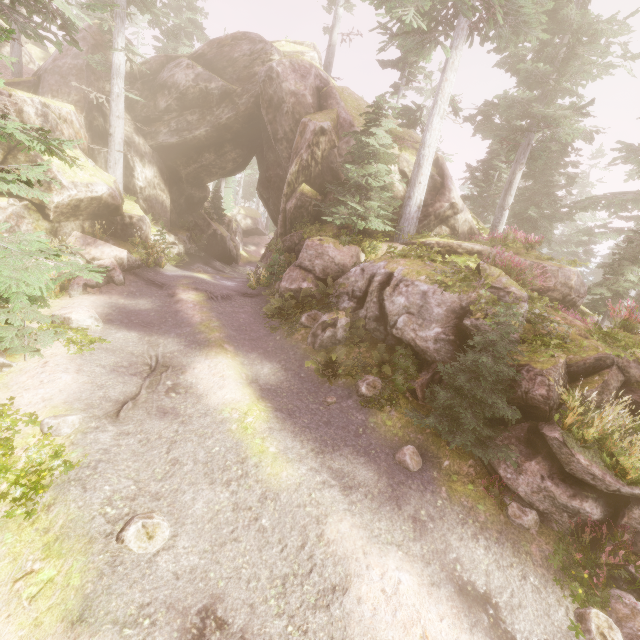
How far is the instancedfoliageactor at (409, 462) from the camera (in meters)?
7.76

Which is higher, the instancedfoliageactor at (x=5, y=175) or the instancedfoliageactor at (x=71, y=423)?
the instancedfoliageactor at (x=5, y=175)

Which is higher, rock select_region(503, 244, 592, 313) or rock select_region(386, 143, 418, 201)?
rock select_region(386, 143, 418, 201)

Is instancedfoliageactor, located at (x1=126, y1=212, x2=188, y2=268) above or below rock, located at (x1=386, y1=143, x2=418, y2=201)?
below

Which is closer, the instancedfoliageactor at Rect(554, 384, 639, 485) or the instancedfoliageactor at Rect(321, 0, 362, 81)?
the instancedfoliageactor at Rect(554, 384, 639, 485)

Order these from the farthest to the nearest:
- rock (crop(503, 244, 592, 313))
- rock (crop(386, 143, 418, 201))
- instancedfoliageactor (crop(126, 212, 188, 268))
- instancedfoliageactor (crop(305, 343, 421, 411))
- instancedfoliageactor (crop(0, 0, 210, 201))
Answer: rock (crop(386, 143, 418, 201))
instancedfoliageactor (crop(126, 212, 188, 268))
rock (crop(503, 244, 592, 313))
instancedfoliageactor (crop(0, 0, 210, 201))
instancedfoliageactor (crop(305, 343, 421, 411))

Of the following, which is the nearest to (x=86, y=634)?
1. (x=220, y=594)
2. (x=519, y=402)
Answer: (x=220, y=594)
